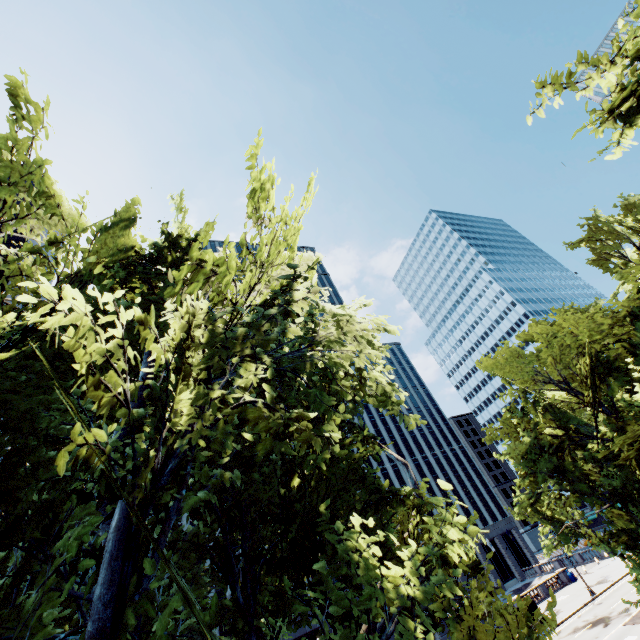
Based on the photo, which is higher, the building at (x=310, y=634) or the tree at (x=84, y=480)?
the tree at (x=84, y=480)

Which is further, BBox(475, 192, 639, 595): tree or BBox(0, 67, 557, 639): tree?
BBox(475, 192, 639, 595): tree

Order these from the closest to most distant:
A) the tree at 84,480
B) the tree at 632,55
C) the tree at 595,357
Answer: the tree at 84,480
the tree at 632,55
the tree at 595,357

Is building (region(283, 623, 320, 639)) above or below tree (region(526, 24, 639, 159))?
below

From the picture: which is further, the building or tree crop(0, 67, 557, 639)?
the building

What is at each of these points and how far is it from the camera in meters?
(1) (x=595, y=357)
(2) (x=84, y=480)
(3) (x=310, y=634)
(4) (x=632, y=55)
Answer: (1) tree, 13.6 m
(2) tree, 4.8 m
(3) building, 31.7 m
(4) tree, 7.2 m

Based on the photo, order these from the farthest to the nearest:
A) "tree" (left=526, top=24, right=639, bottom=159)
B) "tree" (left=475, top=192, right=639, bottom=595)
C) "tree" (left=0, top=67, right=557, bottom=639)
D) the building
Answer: the building → "tree" (left=475, top=192, right=639, bottom=595) → "tree" (left=526, top=24, right=639, bottom=159) → "tree" (left=0, top=67, right=557, bottom=639)
